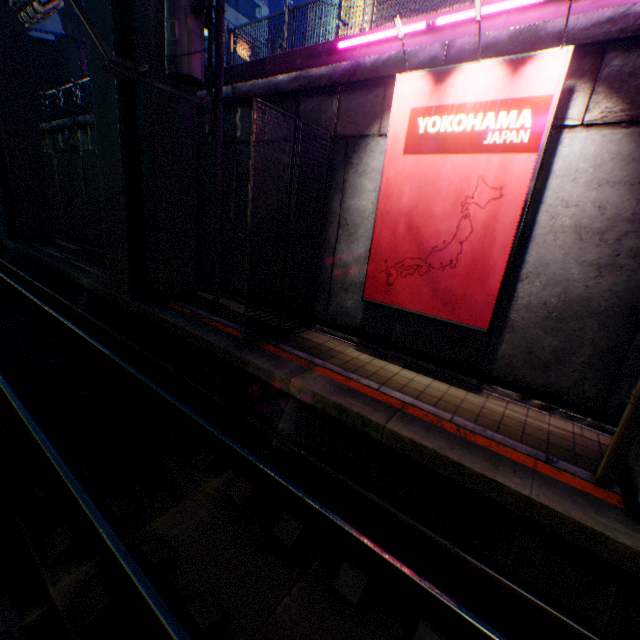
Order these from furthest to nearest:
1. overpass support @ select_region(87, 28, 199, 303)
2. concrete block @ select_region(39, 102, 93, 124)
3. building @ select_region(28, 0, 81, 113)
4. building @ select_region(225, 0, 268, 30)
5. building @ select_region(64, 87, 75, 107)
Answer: building @ select_region(225, 0, 268, 30)
building @ select_region(64, 87, 75, 107)
building @ select_region(28, 0, 81, 113)
concrete block @ select_region(39, 102, 93, 124)
overpass support @ select_region(87, 28, 199, 303)

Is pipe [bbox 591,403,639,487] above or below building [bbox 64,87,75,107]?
below

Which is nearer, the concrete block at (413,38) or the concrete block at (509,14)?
the concrete block at (509,14)

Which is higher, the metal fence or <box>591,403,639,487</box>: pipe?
the metal fence

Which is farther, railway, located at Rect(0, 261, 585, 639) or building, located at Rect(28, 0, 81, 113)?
building, located at Rect(28, 0, 81, 113)

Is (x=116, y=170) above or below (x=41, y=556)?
above

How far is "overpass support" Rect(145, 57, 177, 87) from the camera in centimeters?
797cm

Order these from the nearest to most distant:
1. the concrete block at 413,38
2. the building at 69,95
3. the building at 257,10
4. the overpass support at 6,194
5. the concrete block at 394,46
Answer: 1. the concrete block at 413,38
2. the concrete block at 394,46
3. the overpass support at 6,194
4. the building at 69,95
5. the building at 257,10
